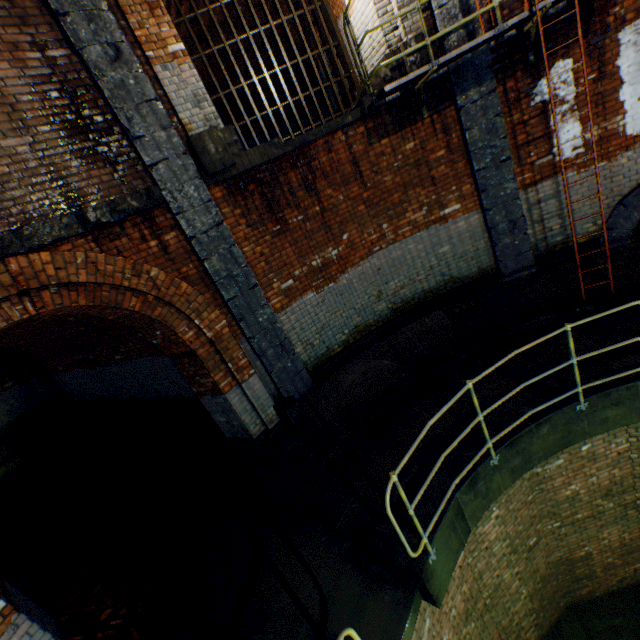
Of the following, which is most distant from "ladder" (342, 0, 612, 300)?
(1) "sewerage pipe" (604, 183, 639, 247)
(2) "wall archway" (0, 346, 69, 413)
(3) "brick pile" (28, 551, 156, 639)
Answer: (2) "wall archway" (0, 346, 69, 413)

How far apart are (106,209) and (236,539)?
5.2 meters

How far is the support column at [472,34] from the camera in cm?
534

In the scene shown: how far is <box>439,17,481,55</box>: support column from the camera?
5.3 meters

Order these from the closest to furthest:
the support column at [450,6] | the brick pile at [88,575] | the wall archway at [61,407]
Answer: the brick pile at [88,575]
the support column at [450,6]
the wall archway at [61,407]

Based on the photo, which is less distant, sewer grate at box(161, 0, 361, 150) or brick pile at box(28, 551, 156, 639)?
brick pile at box(28, 551, 156, 639)

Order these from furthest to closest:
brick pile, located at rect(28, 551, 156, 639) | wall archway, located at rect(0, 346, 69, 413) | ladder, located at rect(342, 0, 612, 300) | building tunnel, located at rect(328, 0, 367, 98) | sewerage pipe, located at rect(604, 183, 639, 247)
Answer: wall archway, located at rect(0, 346, 69, 413)
building tunnel, located at rect(328, 0, 367, 98)
sewerage pipe, located at rect(604, 183, 639, 247)
ladder, located at rect(342, 0, 612, 300)
brick pile, located at rect(28, 551, 156, 639)
